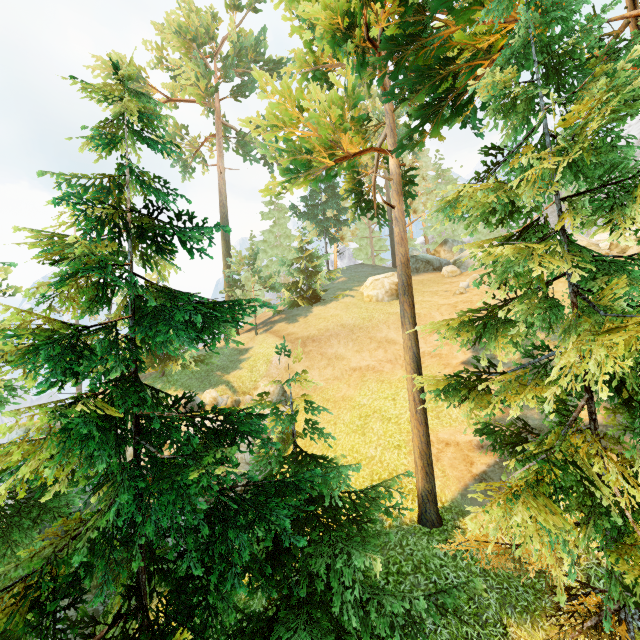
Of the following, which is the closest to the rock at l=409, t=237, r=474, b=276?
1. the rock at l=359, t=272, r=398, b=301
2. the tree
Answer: the rock at l=359, t=272, r=398, b=301

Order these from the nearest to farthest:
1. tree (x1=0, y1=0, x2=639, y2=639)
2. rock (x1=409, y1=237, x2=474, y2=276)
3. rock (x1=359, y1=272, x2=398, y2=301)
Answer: tree (x1=0, y1=0, x2=639, y2=639) < rock (x1=359, y1=272, x2=398, y2=301) < rock (x1=409, y1=237, x2=474, y2=276)

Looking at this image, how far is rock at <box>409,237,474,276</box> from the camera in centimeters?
3080cm

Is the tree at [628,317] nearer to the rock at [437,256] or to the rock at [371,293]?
the rock at [437,256]

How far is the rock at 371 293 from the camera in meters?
26.2 m

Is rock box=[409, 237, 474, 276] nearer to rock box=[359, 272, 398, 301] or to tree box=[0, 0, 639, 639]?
rock box=[359, 272, 398, 301]

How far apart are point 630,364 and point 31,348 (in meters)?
10.15

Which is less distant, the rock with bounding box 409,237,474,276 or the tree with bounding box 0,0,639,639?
the tree with bounding box 0,0,639,639
